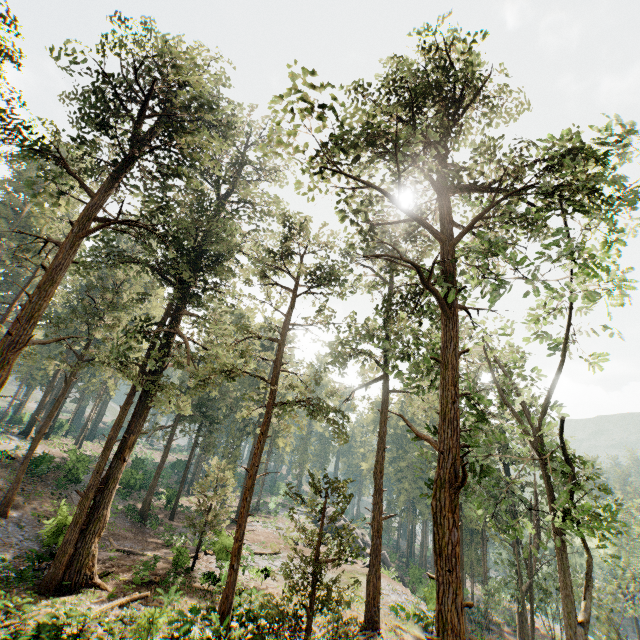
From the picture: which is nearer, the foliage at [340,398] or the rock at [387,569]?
the foliage at [340,398]

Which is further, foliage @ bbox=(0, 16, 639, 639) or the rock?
the rock

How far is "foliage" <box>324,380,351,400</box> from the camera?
24.6m

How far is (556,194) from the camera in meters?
11.0

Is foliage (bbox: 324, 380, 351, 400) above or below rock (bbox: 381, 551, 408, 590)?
above

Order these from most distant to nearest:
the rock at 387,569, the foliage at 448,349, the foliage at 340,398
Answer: the rock at 387,569 → the foliage at 340,398 → the foliage at 448,349

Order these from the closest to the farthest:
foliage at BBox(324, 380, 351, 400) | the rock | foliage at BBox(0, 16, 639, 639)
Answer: foliage at BBox(0, 16, 639, 639) < foliage at BBox(324, 380, 351, 400) < the rock

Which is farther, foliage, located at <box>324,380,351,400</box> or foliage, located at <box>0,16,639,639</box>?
foliage, located at <box>324,380,351,400</box>
